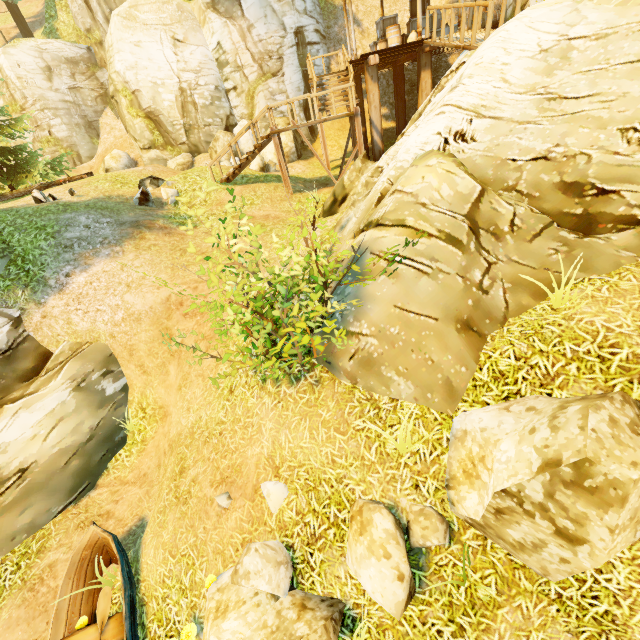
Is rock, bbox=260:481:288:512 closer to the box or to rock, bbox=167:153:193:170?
rock, bbox=167:153:193:170

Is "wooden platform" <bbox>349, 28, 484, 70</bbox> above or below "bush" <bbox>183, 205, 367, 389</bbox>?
above

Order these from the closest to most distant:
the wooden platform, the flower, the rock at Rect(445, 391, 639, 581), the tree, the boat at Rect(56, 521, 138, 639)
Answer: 1. the rock at Rect(445, 391, 639, 581)
2. the flower
3. the boat at Rect(56, 521, 138, 639)
4. the wooden platform
5. the tree

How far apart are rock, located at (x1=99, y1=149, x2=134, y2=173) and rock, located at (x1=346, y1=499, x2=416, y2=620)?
21.9m

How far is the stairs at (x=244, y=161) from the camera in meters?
12.6 m

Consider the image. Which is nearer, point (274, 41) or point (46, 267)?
point (46, 267)

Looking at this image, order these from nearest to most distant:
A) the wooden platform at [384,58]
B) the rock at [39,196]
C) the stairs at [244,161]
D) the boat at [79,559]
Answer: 1. the boat at [79,559]
2. the wooden platform at [384,58]
3. the rock at [39,196]
4. the stairs at [244,161]

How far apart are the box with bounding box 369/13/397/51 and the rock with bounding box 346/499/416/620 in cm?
1769
